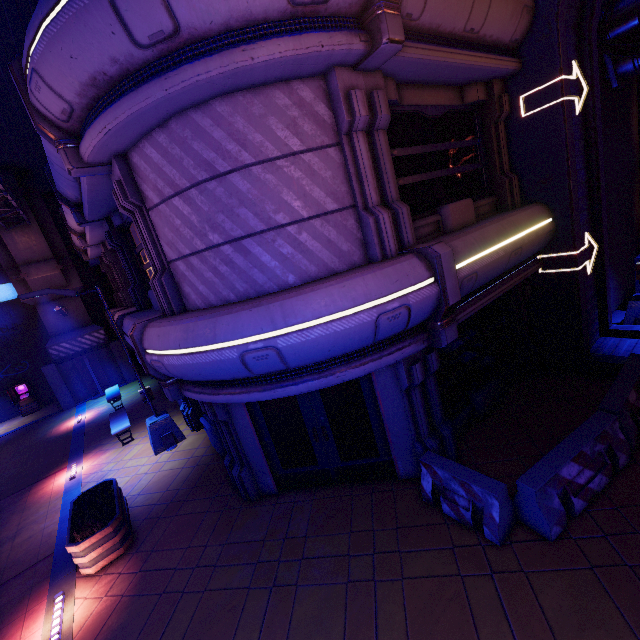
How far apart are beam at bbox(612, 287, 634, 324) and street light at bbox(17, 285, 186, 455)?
14.1m

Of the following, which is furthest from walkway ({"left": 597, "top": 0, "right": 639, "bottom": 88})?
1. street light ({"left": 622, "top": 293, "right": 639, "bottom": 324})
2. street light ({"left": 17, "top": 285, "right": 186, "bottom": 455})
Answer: street light ({"left": 17, "top": 285, "right": 186, "bottom": 455})

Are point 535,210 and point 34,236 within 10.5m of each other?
no

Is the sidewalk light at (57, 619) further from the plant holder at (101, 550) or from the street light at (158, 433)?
the street light at (158, 433)

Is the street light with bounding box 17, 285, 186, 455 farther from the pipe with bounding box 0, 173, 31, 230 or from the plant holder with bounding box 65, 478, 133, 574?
the pipe with bounding box 0, 173, 31, 230

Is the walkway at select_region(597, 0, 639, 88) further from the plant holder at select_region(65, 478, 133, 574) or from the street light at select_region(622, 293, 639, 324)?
the plant holder at select_region(65, 478, 133, 574)

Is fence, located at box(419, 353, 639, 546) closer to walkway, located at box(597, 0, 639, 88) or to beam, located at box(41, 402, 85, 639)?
beam, located at box(41, 402, 85, 639)

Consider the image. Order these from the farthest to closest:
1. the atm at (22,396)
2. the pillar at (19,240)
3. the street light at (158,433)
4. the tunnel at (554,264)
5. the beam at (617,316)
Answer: the atm at (22,396) → the pillar at (19,240) → the beam at (617,316) → the street light at (158,433) → the tunnel at (554,264)
